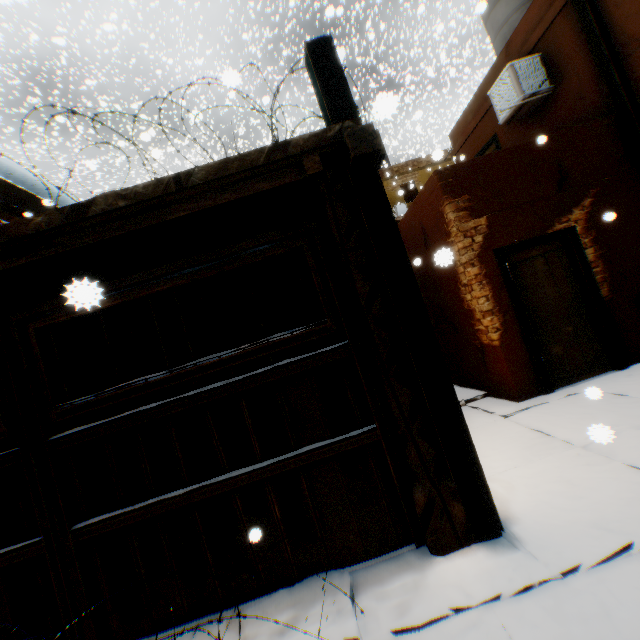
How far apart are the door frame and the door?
0.0 meters

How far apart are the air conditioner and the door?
2.38m

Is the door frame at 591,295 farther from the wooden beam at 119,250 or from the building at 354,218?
the wooden beam at 119,250

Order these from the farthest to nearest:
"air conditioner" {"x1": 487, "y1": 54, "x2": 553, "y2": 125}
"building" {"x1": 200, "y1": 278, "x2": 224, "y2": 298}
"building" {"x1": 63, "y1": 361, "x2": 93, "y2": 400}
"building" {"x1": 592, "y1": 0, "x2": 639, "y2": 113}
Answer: "building" {"x1": 63, "y1": 361, "x2": 93, "y2": 400}, "air conditioner" {"x1": 487, "y1": 54, "x2": 553, "y2": 125}, "building" {"x1": 200, "y1": 278, "x2": 224, "y2": 298}, "building" {"x1": 592, "y1": 0, "x2": 639, "y2": 113}

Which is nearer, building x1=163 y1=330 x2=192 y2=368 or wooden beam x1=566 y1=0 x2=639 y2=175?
wooden beam x1=566 y1=0 x2=639 y2=175

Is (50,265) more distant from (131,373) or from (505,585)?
(131,373)

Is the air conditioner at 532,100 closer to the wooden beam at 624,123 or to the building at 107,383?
the building at 107,383

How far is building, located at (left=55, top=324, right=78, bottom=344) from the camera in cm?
548
